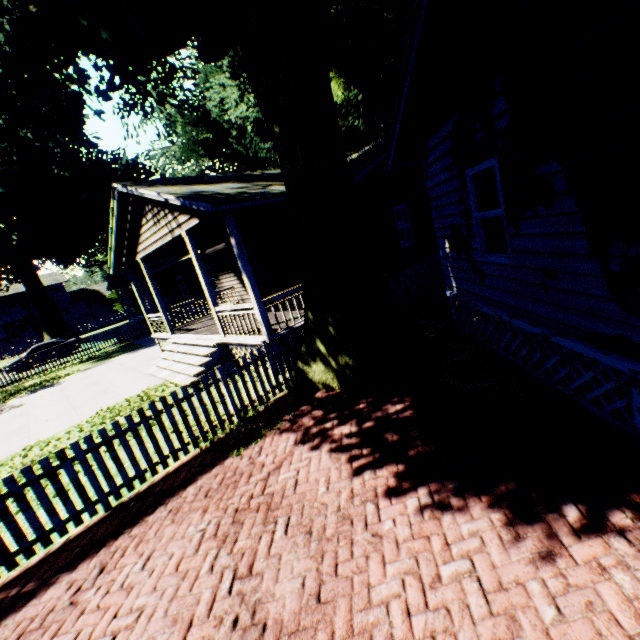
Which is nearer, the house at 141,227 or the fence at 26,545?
the fence at 26,545

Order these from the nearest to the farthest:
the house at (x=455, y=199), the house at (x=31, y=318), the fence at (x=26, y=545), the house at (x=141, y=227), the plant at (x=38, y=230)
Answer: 1. the house at (x=455, y=199)
2. the fence at (x=26, y=545)
3. the plant at (x=38, y=230)
4. the house at (x=141, y=227)
5. the house at (x=31, y=318)

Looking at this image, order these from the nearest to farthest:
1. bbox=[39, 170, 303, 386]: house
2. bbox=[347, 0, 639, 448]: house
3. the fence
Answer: bbox=[347, 0, 639, 448]: house
the fence
bbox=[39, 170, 303, 386]: house

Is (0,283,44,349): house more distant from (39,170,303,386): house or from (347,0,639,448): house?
(347,0,639,448): house

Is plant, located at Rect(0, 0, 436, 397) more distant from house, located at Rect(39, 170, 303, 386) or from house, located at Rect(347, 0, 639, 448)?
house, located at Rect(347, 0, 639, 448)

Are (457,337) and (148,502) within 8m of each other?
yes

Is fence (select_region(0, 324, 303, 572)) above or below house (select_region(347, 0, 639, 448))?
below

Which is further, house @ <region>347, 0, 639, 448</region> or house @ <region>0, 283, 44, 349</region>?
house @ <region>0, 283, 44, 349</region>
